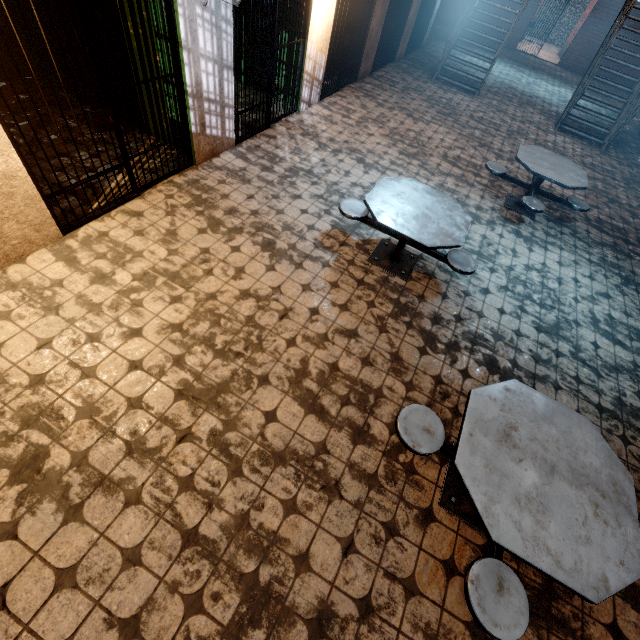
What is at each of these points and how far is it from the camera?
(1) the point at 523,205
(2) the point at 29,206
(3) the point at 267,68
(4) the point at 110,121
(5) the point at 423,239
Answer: (1) table, 5.2 meters
(2) building, 3.1 meters
(3) metal bar, 5.1 meters
(4) metal bar, 3.3 meters
(5) table, 3.4 meters

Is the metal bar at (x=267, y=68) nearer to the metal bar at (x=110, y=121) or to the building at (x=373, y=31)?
the building at (x=373, y=31)

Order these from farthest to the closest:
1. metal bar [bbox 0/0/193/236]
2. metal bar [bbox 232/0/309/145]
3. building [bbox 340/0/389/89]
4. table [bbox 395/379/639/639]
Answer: building [bbox 340/0/389/89]
metal bar [bbox 232/0/309/145]
metal bar [bbox 0/0/193/236]
table [bbox 395/379/639/639]

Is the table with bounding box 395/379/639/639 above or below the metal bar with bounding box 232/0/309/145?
below

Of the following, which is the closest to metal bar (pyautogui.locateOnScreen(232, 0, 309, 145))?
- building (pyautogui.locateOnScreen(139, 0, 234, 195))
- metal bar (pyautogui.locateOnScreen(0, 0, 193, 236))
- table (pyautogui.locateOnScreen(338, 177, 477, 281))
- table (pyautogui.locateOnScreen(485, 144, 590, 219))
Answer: building (pyautogui.locateOnScreen(139, 0, 234, 195))

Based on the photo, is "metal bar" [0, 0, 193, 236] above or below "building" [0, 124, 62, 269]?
above

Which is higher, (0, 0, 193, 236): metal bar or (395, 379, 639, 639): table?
(0, 0, 193, 236): metal bar

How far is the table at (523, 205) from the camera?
5.1m
